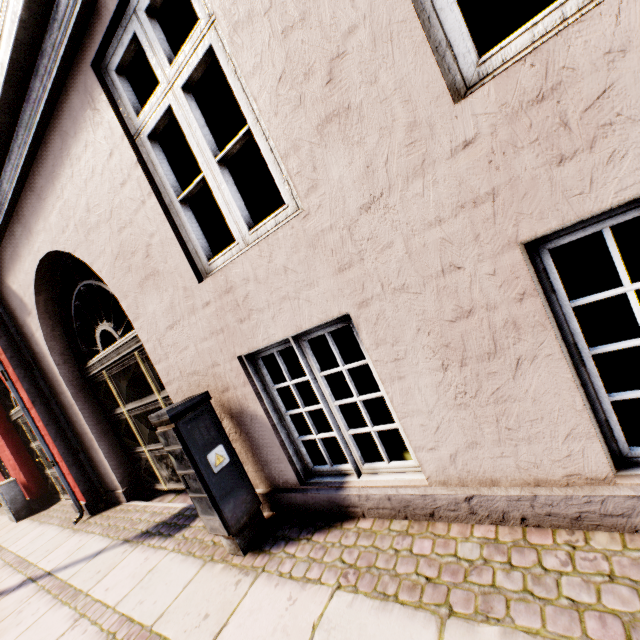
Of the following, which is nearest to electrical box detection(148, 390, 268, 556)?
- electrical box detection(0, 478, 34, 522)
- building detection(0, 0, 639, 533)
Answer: building detection(0, 0, 639, 533)

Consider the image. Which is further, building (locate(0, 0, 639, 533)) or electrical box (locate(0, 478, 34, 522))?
electrical box (locate(0, 478, 34, 522))

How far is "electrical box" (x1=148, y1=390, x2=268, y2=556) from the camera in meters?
2.4

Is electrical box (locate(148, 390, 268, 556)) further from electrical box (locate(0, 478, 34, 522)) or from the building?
electrical box (locate(0, 478, 34, 522))

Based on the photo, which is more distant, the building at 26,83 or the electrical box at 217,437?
the electrical box at 217,437

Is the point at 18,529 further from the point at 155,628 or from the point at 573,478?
the point at 573,478

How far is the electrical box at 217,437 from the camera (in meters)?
2.41
